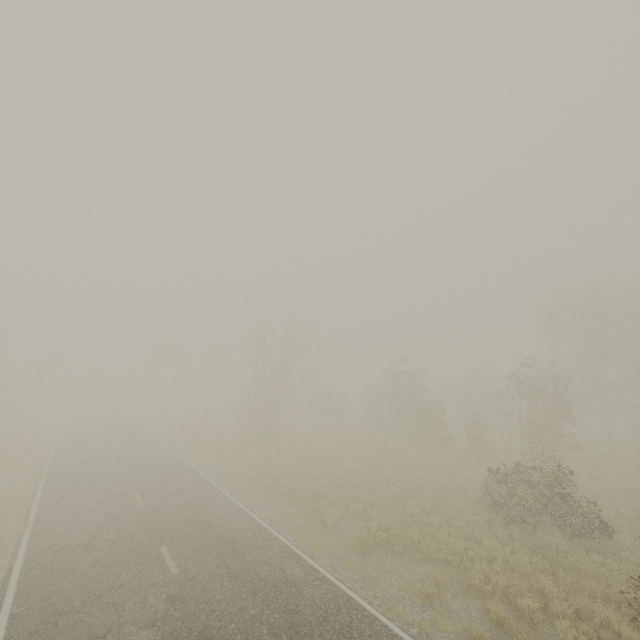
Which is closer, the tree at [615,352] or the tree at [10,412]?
the tree at [615,352]

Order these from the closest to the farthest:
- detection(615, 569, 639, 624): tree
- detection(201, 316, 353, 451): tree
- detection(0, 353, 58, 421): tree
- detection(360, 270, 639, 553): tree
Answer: detection(615, 569, 639, 624): tree < detection(360, 270, 639, 553): tree < detection(201, 316, 353, 451): tree < detection(0, 353, 58, 421): tree

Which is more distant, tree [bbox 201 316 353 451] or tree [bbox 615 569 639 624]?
tree [bbox 201 316 353 451]

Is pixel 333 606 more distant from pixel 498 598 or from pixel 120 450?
pixel 120 450

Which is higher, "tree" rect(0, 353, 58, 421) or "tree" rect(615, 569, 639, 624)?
"tree" rect(0, 353, 58, 421)

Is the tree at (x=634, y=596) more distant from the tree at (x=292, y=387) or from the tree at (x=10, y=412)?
the tree at (x=10, y=412)

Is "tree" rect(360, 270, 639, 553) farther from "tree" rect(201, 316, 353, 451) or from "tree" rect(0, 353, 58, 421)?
"tree" rect(0, 353, 58, 421)

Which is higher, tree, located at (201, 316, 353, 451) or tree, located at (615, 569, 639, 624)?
tree, located at (201, 316, 353, 451)
